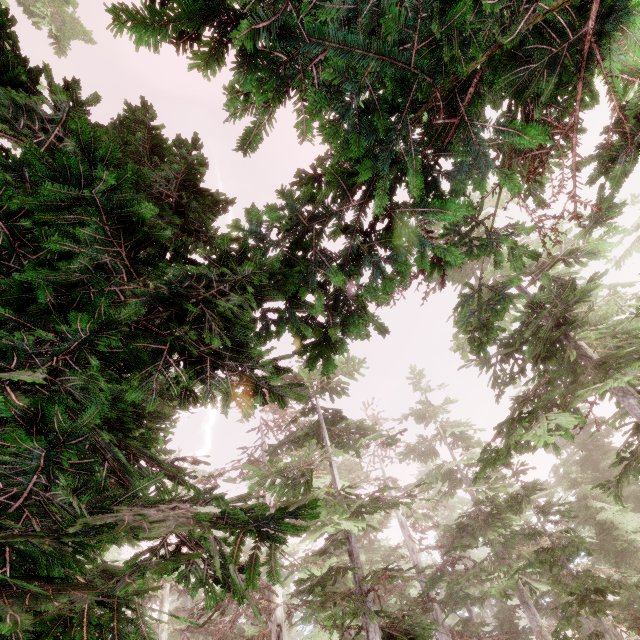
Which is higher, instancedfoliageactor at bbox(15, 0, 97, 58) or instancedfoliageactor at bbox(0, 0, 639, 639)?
instancedfoliageactor at bbox(15, 0, 97, 58)

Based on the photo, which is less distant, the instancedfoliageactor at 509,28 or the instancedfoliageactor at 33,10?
the instancedfoliageactor at 509,28

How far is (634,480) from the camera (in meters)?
22.59

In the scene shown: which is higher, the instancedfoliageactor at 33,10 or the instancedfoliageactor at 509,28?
the instancedfoliageactor at 33,10

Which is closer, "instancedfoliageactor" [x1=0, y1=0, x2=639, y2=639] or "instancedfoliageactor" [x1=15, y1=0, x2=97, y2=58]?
"instancedfoliageactor" [x1=0, y1=0, x2=639, y2=639]
